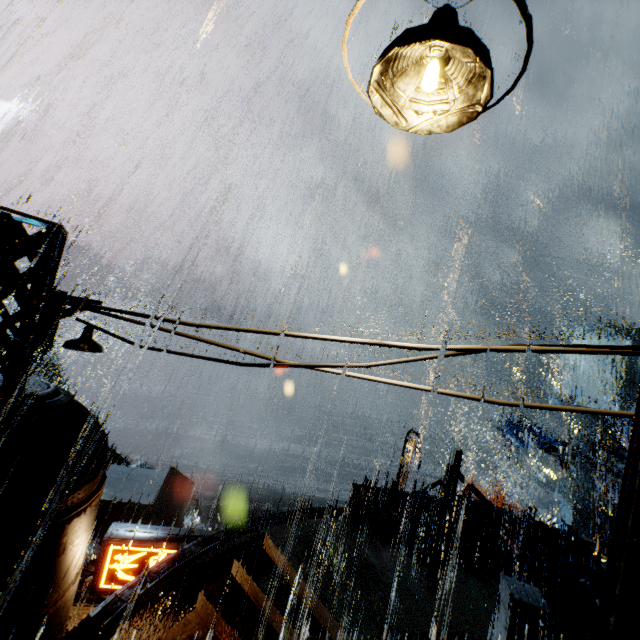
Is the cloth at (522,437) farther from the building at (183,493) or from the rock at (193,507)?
the rock at (193,507)

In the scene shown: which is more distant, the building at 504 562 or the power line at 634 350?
the building at 504 562

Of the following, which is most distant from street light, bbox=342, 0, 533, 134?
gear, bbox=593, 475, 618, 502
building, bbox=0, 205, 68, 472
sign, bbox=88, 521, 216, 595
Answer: gear, bbox=593, 475, 618, 502

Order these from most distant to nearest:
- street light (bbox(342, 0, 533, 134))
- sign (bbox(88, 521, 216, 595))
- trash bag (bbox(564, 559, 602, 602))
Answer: trash bag (bbox(564, 559, 602, 602)) → sign (bbox(88, 521, 216, 595)) → street light (bbox(342, 0, 533, 134))

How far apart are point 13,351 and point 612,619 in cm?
575

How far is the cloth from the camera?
24.4m

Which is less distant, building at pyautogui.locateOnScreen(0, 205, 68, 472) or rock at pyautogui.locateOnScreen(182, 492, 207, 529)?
building at pyautogui.locateOnScreen(0, 205, 68, 472)

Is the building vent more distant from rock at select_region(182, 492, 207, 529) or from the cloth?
rock at select_region(182, 492, 207, 529)
